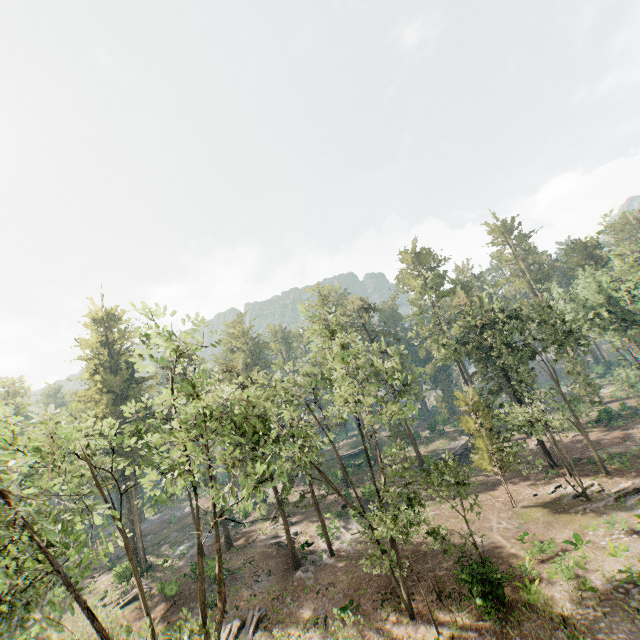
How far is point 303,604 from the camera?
23.98m

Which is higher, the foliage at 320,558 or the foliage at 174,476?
the foliage at 174,476

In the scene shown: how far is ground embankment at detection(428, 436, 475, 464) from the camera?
45.1 meters

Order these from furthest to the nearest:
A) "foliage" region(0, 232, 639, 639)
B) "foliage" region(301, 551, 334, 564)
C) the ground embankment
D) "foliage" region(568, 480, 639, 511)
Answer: the ground embankment < "foliage" region(301, 551, 334, 564) < "foliage" region(568, 480, 639, 511) < "foliage" region(0, 232, 639, 639)

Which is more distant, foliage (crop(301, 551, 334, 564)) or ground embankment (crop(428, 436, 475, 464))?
ground embankment (crop(428, 436, 475, 464))

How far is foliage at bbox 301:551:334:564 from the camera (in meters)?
29.57

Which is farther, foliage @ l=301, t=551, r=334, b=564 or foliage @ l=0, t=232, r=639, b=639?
foliage @ l=301, t=551, r=334, b=564

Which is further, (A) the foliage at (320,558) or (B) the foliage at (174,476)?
(A) the foliage at (320,558)
